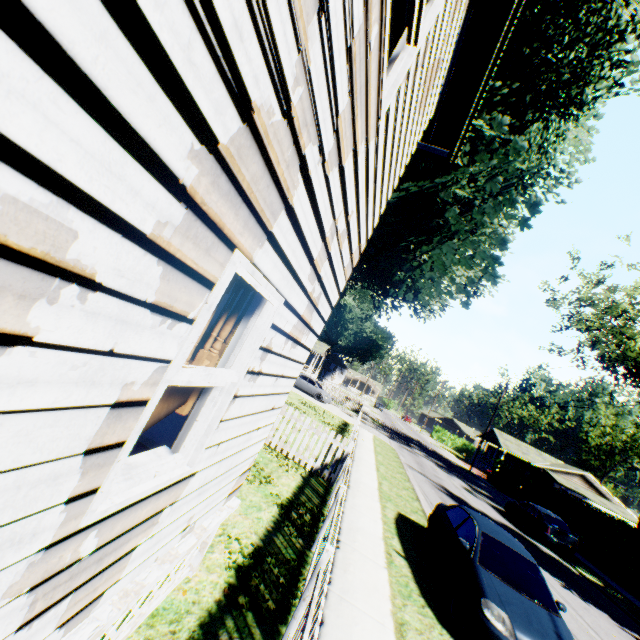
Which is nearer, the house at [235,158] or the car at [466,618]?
the house at [235,158]

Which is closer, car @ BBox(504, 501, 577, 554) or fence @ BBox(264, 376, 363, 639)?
fence @ BBox(264, 376, 363, 639)

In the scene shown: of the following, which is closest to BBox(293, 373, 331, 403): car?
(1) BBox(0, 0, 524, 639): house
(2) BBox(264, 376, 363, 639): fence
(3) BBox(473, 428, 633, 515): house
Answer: (2) BBox(264, 376, 363, 639): fence

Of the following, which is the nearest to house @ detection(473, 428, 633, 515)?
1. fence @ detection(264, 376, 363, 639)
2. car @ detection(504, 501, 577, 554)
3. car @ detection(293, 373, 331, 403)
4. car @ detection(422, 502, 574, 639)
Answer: car @ detection(504, 501, 577, 554)

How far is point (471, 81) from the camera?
5.2 meters

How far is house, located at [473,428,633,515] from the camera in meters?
43.1 m

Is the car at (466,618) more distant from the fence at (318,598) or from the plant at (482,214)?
the plant at (482,214)

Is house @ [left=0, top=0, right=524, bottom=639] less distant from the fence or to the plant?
the fence
